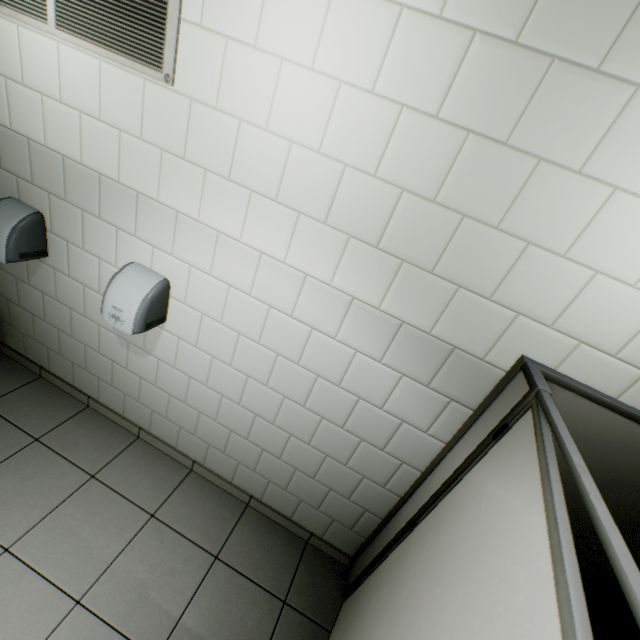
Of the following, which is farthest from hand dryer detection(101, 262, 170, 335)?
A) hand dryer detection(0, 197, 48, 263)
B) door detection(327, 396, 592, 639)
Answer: door detection(327, 396, 592, 639)

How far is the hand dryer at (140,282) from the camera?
1.72m

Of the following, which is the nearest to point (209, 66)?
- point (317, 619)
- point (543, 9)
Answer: point (543, 9)

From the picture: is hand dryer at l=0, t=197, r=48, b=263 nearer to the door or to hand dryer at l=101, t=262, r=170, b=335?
hand dryer at l=101, t=262, r=170, b=335

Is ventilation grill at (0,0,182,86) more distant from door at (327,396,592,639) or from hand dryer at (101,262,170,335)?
door at (327,396,592,639)

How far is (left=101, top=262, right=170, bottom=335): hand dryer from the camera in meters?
1.7

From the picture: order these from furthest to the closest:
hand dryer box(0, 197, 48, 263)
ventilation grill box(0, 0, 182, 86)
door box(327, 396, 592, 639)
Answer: hand dryer box(0, 197, 48, 263), ventilation grill box(0, 0, 182, 86), door box(327, 396, 592, 639)

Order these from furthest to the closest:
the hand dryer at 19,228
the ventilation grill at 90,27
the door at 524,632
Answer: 1. the hand dryer at 19,228
2. the ventilation grill at 90,27
3. the door at 524,632
